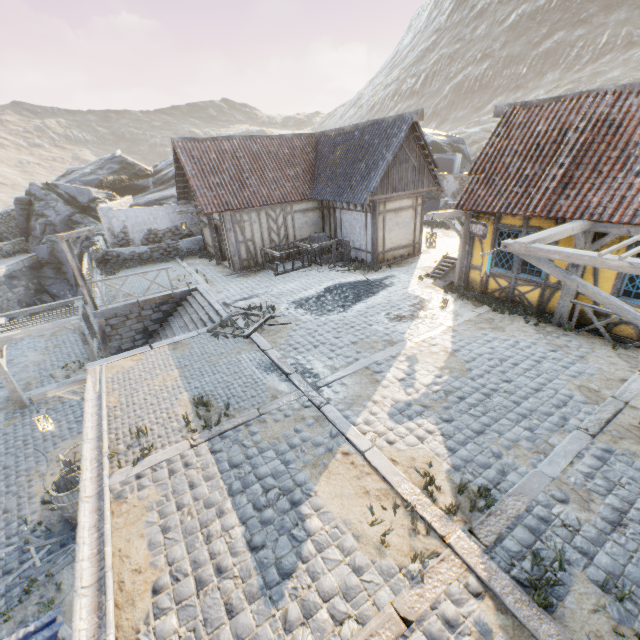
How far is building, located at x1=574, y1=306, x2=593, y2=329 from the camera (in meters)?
8.60

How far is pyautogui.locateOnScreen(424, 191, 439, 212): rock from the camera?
26.1 meters

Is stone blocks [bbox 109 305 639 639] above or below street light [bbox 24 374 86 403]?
above

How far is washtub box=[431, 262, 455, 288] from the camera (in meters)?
12.16

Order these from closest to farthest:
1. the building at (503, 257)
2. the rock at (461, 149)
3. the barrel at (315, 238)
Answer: the building at (503, 257), the barrel at (315, 238), the rock at (461, 149)

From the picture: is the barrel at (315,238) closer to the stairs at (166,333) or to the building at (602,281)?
the stairs at (166,333)

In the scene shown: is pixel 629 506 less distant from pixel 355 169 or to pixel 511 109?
pixel 511 109

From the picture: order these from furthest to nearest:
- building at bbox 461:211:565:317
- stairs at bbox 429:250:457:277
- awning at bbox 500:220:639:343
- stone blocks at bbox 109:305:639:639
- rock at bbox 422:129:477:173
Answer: rock at bbox 422:129:477:173 < stairs at bbox 429:250:457:277 < building at bbox 461:211:565:317 < awning at bbox 500:220:639:343 < stone blocks at bbox 109:305:639:639
